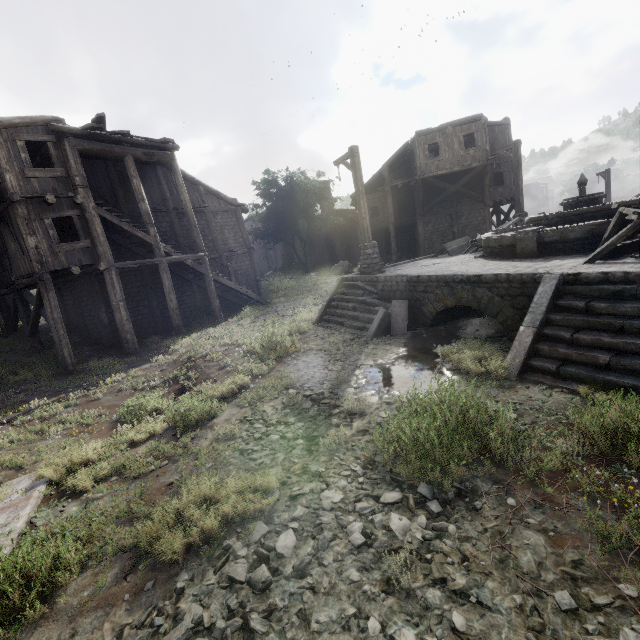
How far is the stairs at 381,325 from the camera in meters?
9.7

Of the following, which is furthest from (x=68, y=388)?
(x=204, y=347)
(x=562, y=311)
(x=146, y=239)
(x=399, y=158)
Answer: (x=399, y=158)

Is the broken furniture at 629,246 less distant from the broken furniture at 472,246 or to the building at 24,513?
the building at 24,513

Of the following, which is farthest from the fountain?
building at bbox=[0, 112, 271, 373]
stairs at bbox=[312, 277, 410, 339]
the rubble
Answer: the rubble

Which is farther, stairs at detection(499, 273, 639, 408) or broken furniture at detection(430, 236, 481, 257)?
broken furniture at detection(430, 236, 481, 257)

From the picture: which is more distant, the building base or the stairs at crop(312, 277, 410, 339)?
the stairs at crop(312, 277, 410, 339)

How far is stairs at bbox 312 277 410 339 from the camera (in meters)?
9.73

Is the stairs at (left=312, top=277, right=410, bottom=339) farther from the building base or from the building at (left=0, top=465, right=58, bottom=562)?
the building at (left=0, top=465, right=58, bottom=562)
